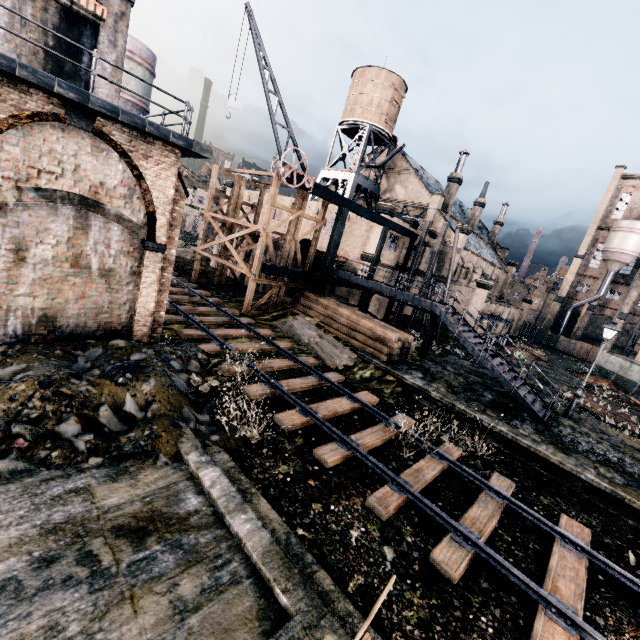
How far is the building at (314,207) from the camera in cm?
3499

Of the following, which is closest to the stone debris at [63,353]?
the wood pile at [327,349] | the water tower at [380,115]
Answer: the wood pile at [327,349]

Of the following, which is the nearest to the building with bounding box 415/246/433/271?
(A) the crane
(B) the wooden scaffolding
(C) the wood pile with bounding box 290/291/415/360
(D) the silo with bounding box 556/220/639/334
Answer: (D) the silo with bounding box 556/220/639/334

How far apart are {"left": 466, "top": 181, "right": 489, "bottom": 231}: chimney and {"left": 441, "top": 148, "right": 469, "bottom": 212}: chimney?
9.4m

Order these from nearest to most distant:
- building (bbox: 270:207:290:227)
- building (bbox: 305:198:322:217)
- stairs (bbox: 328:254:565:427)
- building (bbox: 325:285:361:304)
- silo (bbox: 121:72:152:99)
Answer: stairs (bbox: 328:254:565:427) → silo (bbox: 121:72:152:99) → building (bbox: 325:285:361:304) → building (bbox: 305:198:322:217) → building (bbox: 270:207:290:227)

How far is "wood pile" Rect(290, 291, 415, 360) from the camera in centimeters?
1919cm

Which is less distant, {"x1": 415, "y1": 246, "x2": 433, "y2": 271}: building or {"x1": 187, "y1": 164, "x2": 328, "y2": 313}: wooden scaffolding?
{"x1": 187, "y1": 164, "x2": 328, "y2": 313}: wooden scaffolding

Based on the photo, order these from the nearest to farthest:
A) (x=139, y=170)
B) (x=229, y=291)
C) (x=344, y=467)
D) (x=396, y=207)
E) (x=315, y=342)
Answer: (x=344, y=467)
(x=139, y=170)
(x=315, y=342)
(x=229, y=291)
(x=396, y=207)
